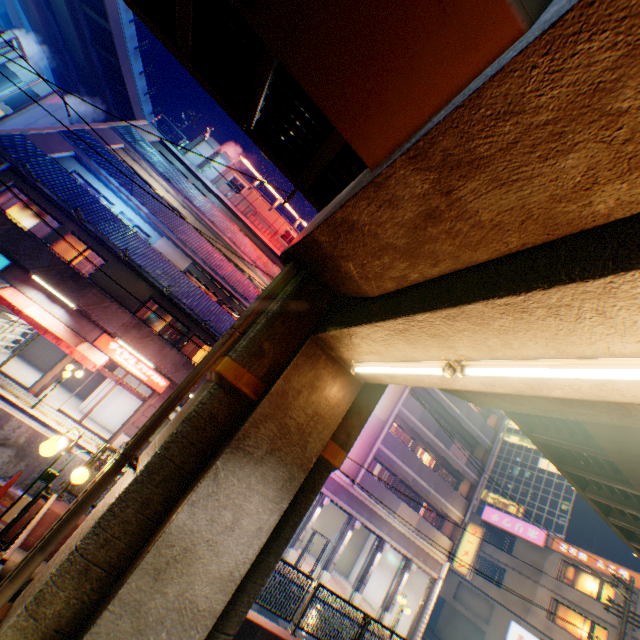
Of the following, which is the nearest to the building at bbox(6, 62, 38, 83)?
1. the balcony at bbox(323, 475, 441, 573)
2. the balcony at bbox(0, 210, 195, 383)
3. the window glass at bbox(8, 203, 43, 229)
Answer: the balcony at bbox(0, 210, 195, 383)

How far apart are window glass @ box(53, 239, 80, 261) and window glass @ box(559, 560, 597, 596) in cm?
4132

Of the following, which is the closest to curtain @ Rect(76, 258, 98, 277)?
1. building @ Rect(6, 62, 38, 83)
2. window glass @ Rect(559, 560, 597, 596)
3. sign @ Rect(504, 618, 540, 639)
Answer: building @ Rect(6, 62, 38, 83)

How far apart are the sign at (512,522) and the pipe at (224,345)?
35.74m

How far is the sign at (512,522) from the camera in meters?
28.8 m

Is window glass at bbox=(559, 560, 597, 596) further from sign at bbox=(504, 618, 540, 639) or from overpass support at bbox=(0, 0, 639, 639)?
overpass support at bbox=(0, 0, 639, 639)

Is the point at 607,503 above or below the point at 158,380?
above

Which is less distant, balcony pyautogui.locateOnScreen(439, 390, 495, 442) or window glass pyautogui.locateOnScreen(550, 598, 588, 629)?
window glass pyautogui.locateOnScreen(550, 598, 588, 629)
